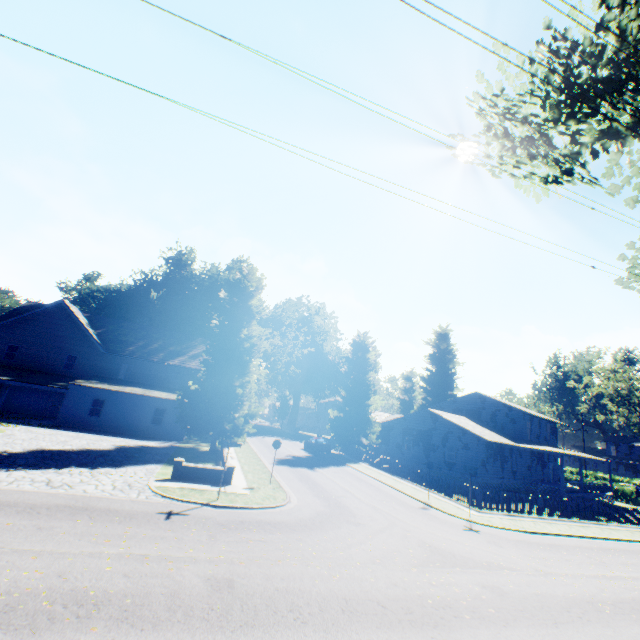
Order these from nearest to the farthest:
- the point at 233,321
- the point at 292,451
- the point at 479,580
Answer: the point at 479,580 < the point at 233,321 < the point at 292,451

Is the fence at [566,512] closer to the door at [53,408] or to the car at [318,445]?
the car at [318,445]

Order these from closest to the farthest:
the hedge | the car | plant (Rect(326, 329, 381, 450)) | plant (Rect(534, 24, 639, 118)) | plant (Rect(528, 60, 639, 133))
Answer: plant (Rect(534, 24, 639, 118)) < plant (Rect(528, 60, 639, 133)) < the car < the hedge < plant (Rect(326, 329, 381, 450))

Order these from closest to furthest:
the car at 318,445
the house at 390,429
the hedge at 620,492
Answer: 1. the house at 390,429
2. the car at 318,445
3. the hedge at 620,492

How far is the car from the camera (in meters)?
36.47

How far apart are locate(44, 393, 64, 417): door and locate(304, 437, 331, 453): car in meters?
25.6 m

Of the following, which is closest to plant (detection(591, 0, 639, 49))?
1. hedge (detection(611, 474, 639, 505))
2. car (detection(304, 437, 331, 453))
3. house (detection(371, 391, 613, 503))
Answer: house (detection(371, 391, 613, 503))

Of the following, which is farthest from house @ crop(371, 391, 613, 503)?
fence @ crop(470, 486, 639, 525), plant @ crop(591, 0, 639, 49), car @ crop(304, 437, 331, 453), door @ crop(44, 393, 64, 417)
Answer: door @ crop(44, 393, 64, 417)
